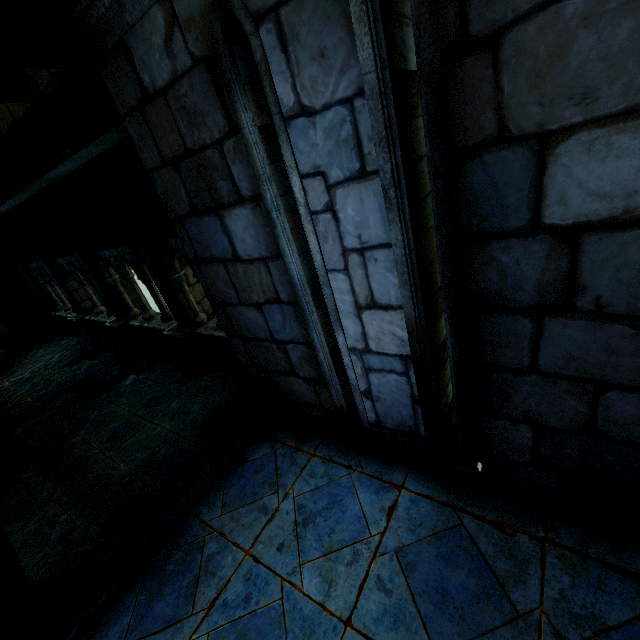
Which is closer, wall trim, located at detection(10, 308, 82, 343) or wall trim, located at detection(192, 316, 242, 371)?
wall trim, located at detection(192, 316, 242, 371)

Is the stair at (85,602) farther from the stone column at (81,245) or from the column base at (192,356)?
the stone column at (81,245)

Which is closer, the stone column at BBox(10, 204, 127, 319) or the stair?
the stair

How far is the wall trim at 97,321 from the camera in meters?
10.3 m

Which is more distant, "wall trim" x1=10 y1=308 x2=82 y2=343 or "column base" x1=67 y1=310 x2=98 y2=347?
"wall trim" x1=10 y1=308 x2=82 y2=343

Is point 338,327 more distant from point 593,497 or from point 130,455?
point 130,455

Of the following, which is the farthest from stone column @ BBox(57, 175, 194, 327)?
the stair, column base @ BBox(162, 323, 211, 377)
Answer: the stair

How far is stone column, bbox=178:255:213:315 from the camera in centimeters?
719cm
